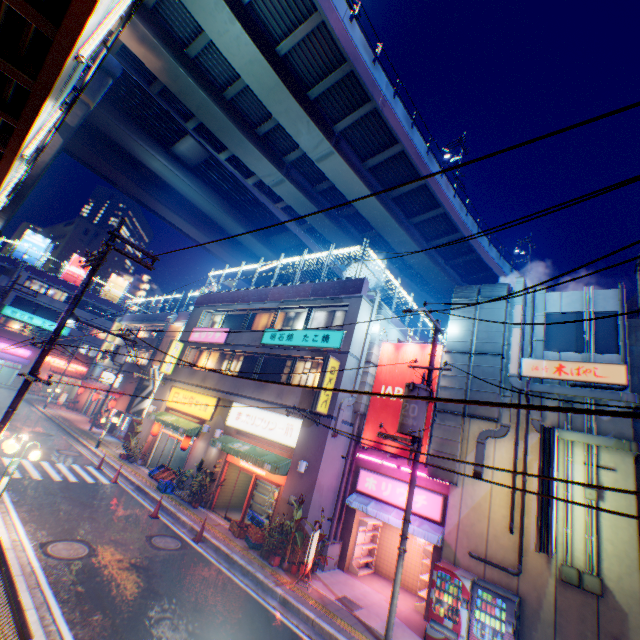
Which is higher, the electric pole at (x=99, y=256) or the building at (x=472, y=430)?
the electric pole at (x=99, y=256)

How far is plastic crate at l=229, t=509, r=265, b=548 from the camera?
13.1 meters

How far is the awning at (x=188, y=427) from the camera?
18.7m

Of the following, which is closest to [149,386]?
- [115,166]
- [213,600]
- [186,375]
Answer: [186,375]

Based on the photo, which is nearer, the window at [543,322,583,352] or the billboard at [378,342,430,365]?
the window at [543,322,583,352]

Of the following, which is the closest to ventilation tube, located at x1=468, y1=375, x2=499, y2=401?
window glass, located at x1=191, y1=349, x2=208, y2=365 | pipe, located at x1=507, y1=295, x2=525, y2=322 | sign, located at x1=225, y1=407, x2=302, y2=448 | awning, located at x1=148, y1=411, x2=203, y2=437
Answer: pipe, located at x1=507, y1=295, x2=525, y2=322

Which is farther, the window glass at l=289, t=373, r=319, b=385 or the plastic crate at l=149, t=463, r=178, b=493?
the plastic crate at l=149, t=463, r=178, b=493

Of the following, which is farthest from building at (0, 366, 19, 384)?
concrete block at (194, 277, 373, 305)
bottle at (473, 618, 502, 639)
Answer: bottle at (473, 618, 502, 639)
